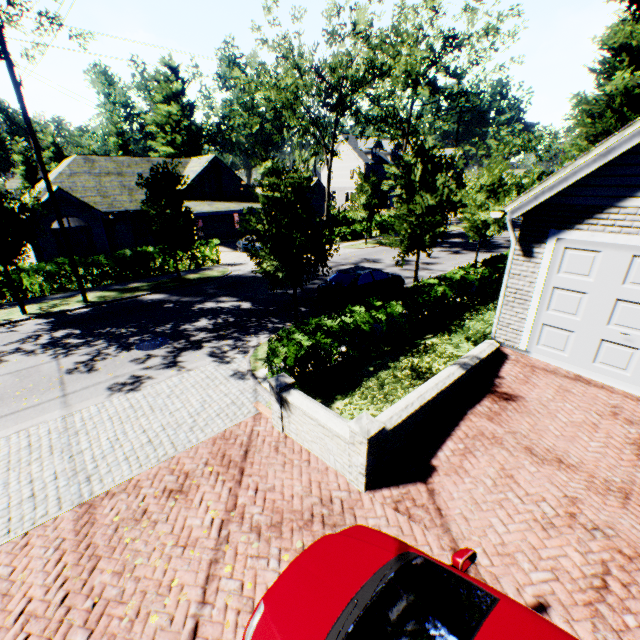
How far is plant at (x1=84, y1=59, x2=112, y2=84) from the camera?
58.4m

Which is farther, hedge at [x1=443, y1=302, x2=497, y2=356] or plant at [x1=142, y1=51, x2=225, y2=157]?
plant at [x1=142, y1=51, x2=225, y2=157]

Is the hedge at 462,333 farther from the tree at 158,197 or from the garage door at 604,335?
the tree at 158,197

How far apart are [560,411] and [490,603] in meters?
5.5 m

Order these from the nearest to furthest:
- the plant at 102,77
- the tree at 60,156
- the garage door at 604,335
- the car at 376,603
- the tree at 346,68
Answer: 1. the car at 376,603
2. the garage door at 604,335
3. the tree at 346,68
4. the tree at 60,156
5. the plant at 102,77

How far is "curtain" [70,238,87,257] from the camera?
24.6 meters

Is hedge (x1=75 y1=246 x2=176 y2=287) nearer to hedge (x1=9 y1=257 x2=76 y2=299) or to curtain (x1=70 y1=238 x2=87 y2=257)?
hedge (x1=9 y1=257 x2=76 y2=299)

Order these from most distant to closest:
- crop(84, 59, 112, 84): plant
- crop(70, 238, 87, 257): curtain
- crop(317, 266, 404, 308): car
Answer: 1. crop(84, 59, 112, 84): plant
2. crop(70, 238, 87, 257): curtain
3. crop(317, 266, 404, 308): car
